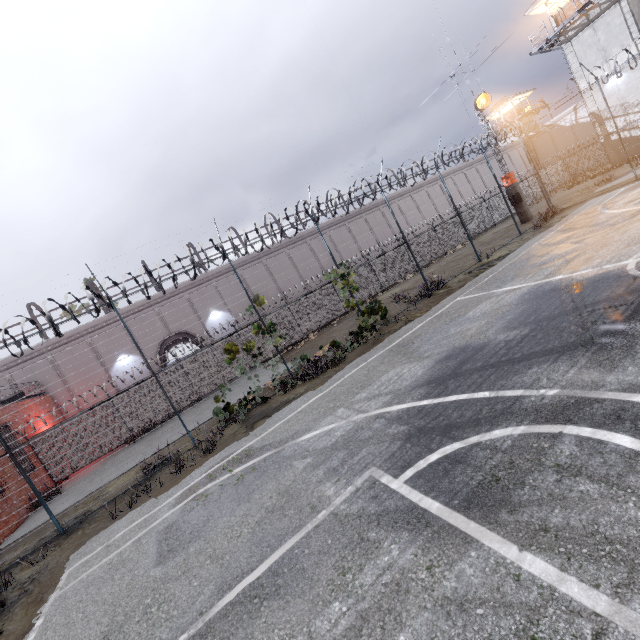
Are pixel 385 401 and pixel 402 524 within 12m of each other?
yes

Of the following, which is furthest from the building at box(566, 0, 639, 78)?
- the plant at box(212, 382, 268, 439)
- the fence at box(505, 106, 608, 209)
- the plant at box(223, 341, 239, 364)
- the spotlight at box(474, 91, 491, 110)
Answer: the plant at box(212, 382, 268, 439)

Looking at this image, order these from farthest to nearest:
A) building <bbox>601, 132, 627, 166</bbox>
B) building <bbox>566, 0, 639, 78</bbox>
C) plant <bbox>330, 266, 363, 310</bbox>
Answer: building <bbox>601, 132, 627, 166</bbox>
building <bbox>566, 0, 639, 78</bbox>
plant <bbox>330, 266, 363, 310</bbox>

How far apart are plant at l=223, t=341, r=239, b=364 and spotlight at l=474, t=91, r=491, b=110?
22.9 meters

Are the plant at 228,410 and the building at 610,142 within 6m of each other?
no

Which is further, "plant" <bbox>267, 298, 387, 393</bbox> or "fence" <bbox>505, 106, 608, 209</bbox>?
"fence" <bbox>505, 106, 608, 209</bbox>

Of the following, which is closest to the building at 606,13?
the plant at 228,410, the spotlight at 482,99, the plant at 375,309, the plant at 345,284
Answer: the spotlight at 482,99

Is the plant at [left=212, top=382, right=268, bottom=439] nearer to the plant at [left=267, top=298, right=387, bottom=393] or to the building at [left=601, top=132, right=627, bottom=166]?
the plant at [left=267, top=298, right=387, bottom=393]
